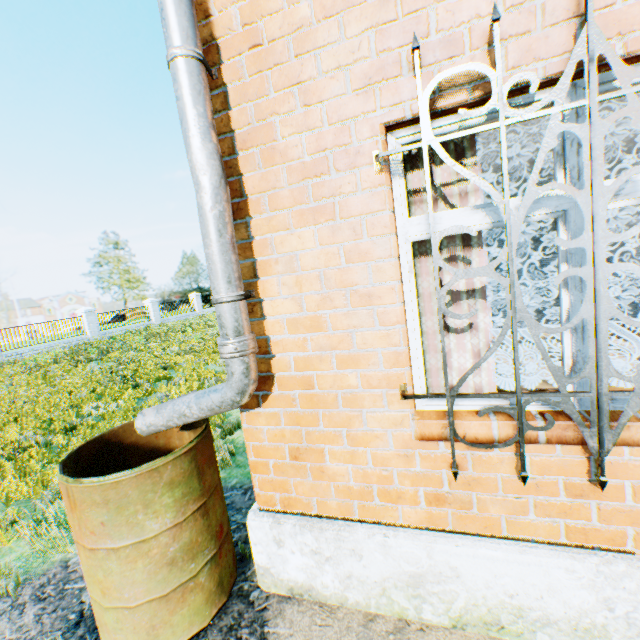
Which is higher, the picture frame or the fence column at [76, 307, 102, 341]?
the picture frame

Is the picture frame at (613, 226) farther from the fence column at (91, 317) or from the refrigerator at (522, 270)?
the fence column at (91, 317)

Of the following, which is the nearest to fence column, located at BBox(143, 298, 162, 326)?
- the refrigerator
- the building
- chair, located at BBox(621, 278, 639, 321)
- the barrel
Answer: the building

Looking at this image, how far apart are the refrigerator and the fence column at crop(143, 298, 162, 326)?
26.1 meters

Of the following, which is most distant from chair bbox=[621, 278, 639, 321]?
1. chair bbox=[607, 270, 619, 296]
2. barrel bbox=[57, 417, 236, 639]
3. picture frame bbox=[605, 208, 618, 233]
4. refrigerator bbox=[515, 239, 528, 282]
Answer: refrigerator bbox=[515, 239, 528, 282]

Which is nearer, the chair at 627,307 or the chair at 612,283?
the chair at 627,307

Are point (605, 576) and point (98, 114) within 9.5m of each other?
no

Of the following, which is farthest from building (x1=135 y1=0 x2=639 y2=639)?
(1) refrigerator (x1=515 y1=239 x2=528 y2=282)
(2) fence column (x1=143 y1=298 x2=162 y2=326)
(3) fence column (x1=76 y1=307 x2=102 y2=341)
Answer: (2) fence column (x1=143 y1=298 x2=162 y2=326)
